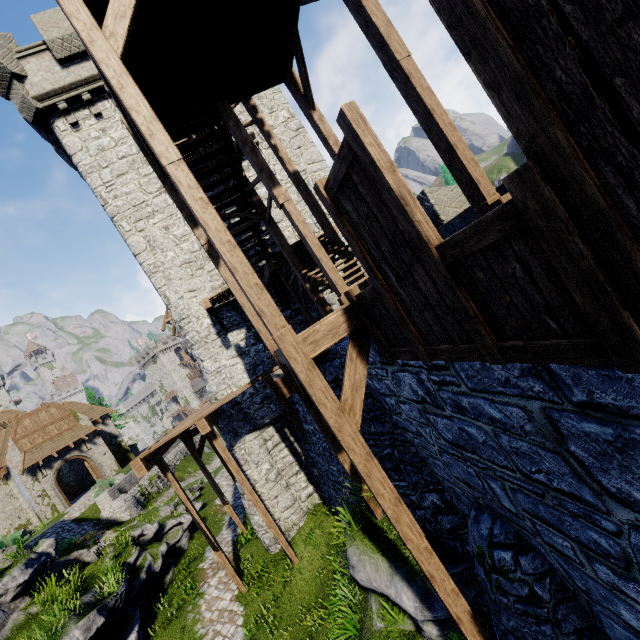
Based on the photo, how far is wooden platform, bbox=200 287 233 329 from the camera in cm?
1130

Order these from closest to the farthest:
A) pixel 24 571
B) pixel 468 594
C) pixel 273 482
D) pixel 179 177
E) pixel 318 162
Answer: pixel 179 177
pixel 468 594
pixel 24 571
pixel 273 482
pixel 318 162

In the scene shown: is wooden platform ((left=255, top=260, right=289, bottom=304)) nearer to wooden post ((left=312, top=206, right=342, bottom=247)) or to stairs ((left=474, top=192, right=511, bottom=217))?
stairs ((left=474, top=192, right=511, bottom=217))

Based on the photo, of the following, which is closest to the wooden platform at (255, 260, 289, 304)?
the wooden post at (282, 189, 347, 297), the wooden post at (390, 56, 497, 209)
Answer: the wooden post at (282, 189, 347, 297)

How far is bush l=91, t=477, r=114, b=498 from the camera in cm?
2395

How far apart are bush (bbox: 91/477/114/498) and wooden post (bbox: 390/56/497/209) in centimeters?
2961cm

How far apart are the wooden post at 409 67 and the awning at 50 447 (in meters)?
36.53

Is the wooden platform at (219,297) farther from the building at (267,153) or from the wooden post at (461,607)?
the wooden post at (461,607)
